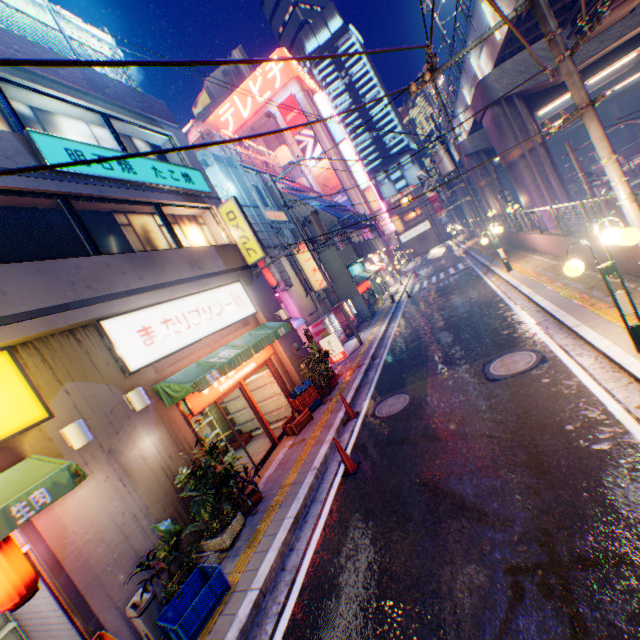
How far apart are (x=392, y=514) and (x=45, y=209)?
9.8 meters

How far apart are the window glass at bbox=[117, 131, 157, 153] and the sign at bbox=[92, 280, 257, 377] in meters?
4.3 m

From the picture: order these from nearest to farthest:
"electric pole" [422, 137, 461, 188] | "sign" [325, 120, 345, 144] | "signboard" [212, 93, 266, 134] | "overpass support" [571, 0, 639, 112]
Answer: "overpass support" [571, 0, 639, 112]
"electric pole" [422, 137, 461, 188]
"sign" [325, 120, 345, 144]
"signboard" [212, 93, 266, 134]

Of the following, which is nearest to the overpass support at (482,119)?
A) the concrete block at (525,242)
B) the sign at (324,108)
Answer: the concrete block at (525,242)

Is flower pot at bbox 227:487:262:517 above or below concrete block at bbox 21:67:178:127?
below

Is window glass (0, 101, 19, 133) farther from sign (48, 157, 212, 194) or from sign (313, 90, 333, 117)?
sign (313, 90, 333, 117)

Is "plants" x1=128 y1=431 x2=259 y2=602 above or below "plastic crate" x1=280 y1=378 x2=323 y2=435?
above

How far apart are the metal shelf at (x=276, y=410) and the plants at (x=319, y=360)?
1.53m
